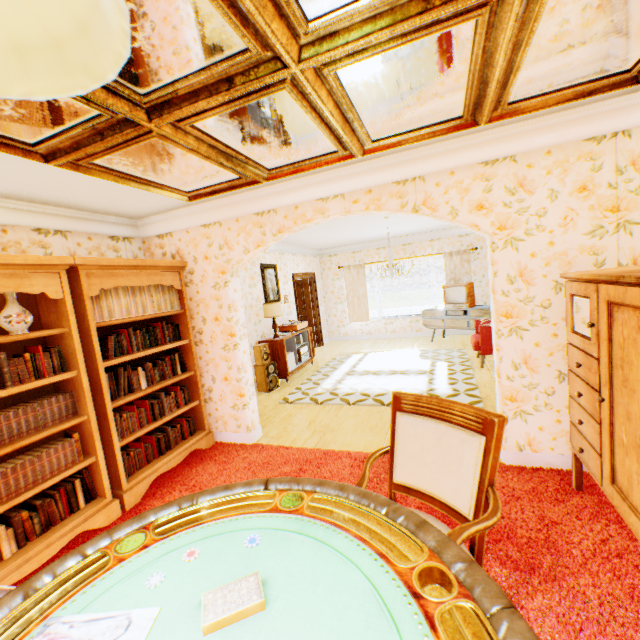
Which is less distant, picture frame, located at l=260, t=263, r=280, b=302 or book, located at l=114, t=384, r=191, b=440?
book, located at l=114, t=384, r=191, b=440

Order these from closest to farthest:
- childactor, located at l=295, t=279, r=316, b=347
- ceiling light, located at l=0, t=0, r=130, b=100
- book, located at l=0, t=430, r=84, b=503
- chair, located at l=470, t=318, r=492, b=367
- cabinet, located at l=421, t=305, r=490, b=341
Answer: ceiling light, located at l=0, t=0, r=130, b=100
book, located at l=0, t=430, r=84, b=503
chair, located at l=470, t=318, r=492, b=367
cabinet, located at l=421, t=305, r=490, b=341
childactor, located at l=295, t=279, r=316, b=347

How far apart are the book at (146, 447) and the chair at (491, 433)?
2.60m

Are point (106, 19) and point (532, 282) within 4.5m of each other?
yes

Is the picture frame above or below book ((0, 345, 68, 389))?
above

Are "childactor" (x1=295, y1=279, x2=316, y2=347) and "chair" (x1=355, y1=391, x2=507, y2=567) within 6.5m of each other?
no

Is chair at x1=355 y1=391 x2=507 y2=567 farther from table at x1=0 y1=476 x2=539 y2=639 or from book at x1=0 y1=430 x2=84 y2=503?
book at x1=0 y1=430 x2=84 y2=503

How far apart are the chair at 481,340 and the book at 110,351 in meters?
5.4 m
